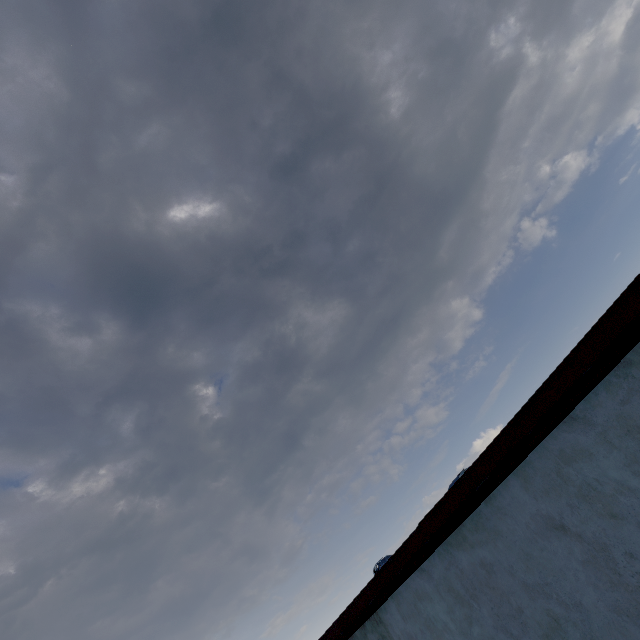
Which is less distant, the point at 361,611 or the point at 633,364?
the point at 633,364
